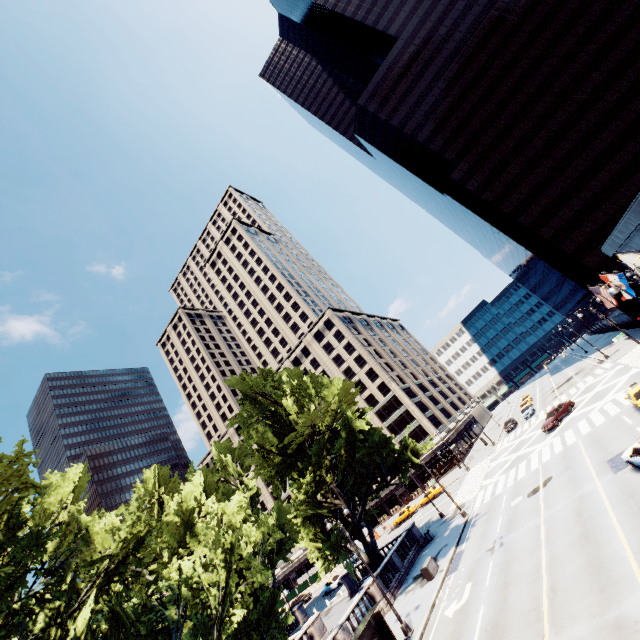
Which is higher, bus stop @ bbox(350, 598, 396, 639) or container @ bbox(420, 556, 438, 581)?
bus stop @ bbox(350, 598, 396, 639)

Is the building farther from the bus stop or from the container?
the bus stop

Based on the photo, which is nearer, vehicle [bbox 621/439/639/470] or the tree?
the tree

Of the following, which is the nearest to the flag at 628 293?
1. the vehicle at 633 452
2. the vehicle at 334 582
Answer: the vehicle at 633 452

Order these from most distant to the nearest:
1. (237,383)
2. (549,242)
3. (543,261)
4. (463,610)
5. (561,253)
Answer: (543,261), (549,242), (561,253), (237,383), (463,610)

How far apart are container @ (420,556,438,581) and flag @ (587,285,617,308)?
24.47m

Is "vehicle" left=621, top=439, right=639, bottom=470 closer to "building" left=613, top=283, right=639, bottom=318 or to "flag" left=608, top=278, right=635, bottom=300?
"flag" left=608, top=278, right=635, bottom=300

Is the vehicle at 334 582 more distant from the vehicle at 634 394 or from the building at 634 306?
the building at 634 306
